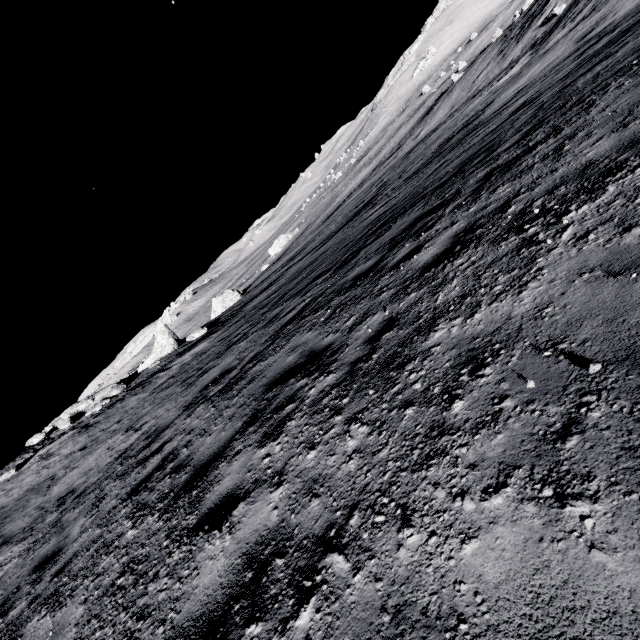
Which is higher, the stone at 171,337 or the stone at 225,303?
the stone at 171,337

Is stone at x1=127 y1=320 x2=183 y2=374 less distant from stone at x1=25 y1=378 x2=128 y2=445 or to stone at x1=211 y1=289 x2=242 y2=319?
stone at x1=25 y1=378 x2=128 y2=445

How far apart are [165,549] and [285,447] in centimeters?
151cm

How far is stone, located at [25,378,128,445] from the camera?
17.7m

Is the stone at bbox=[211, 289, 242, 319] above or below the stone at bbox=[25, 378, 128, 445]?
below

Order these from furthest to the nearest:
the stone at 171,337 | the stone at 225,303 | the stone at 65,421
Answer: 1. the stone at 225,303
2. the stone at 171,337
3. the stone at 65,421
